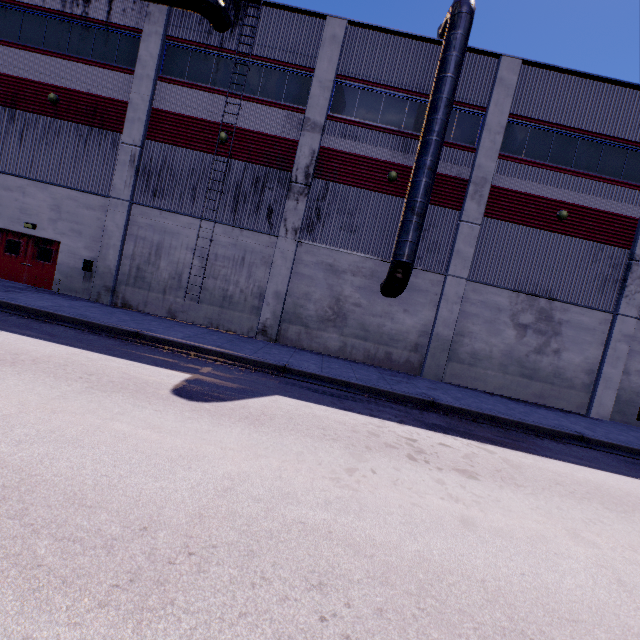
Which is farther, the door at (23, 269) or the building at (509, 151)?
the door at (23, 269)

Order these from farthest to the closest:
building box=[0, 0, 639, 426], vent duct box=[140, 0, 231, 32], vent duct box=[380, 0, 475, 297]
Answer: building box=[0, 0, 639, 426] < vent duct box=[140, 0, 231, 32] < vent duct box=[380, 0, 475, 297]

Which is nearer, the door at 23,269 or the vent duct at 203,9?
the vent duct at 203,9

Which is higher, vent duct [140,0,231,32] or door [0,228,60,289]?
vent duct [140,0,231,32]

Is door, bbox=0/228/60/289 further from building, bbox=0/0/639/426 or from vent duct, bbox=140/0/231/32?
vent duct, bbox=140/0/231/32

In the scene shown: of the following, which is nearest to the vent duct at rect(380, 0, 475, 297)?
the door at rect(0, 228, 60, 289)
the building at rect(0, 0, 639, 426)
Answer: the building at rect(0, 0, 639, 426)

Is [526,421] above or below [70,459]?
above

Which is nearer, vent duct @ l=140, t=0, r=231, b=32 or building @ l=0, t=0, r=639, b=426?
vent duct @ l=140, t=0, r=231, b=32
